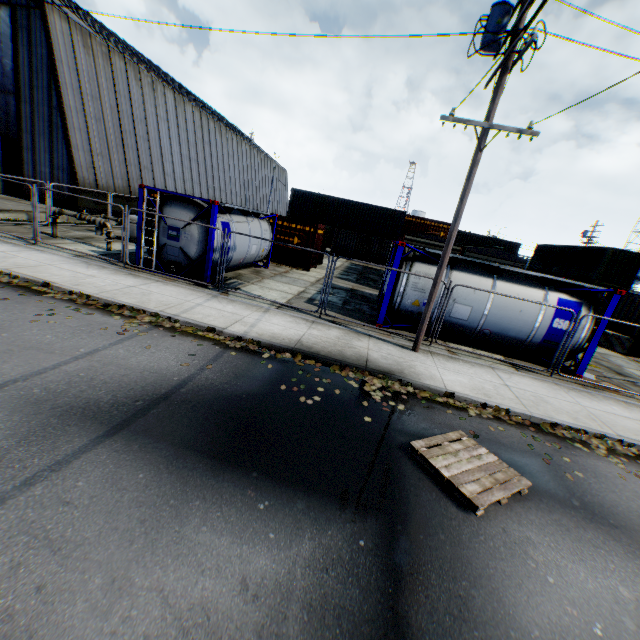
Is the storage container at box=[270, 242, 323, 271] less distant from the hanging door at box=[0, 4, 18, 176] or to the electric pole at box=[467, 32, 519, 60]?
the hanging door at box=[0, 4, 18, 176]

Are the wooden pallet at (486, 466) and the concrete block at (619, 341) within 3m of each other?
no

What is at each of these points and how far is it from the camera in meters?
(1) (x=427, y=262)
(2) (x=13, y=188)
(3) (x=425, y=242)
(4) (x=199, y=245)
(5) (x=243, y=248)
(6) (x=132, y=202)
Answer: (1) tank container, 10.9 m
(2) hanging door, 21.2 m
(3) train, 18.1 m
(4) tank container, 11.6 m
(5) tank container, 14.2 m
(6) building, 24.3 m

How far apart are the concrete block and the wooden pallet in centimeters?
1631cm

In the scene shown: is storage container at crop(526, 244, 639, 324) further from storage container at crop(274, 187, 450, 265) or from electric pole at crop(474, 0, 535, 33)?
electric pole at crop(474, 0, 535, 33)

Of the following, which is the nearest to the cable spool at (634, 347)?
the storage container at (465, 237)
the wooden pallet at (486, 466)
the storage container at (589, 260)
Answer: the storage container at (589, 260)

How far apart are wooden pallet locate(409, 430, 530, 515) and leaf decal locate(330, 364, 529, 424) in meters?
1.1 m

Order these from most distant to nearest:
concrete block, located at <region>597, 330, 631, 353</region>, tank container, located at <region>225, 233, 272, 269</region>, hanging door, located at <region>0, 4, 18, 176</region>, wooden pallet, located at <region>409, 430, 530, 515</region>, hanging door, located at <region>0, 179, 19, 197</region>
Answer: hanging door, located at <region>0, 179, 19, 197</region>
hanging door, located at <region>0, 4, 18, 176</region>
concrete block, located at <region>597, 330, 631, 353</region>
tank container, located at <region>225, 233, 272, 269</region>
wooden pallet, located at <region>409, 430, 530, 515</region>
